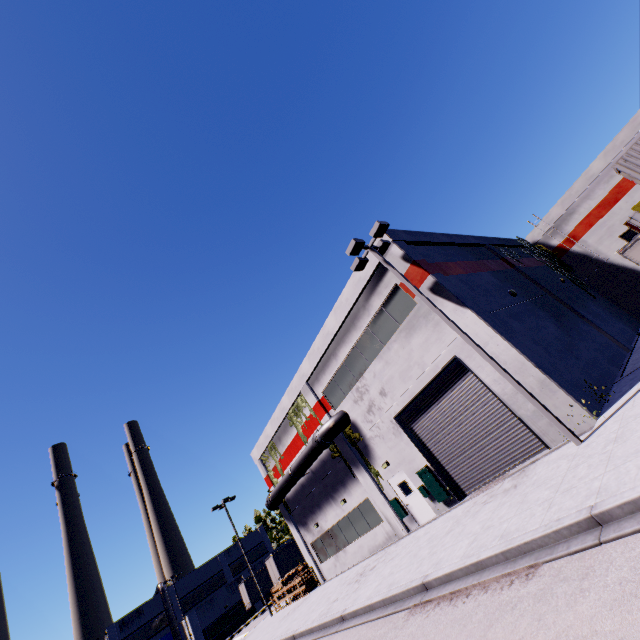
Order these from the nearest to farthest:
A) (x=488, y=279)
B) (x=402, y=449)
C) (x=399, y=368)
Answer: (x=399, y=368) → (x=402, y=449) → (x=488, y=279)

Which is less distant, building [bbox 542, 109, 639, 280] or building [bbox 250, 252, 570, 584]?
building [bbox 250, 252, 570, 584]

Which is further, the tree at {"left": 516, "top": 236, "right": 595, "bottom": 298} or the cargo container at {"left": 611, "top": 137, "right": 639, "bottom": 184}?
the tree at {"left": 516, "top": 236, "right": 595, "bottom": 298}

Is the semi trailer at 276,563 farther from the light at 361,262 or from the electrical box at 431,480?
the electrical box at 431,480

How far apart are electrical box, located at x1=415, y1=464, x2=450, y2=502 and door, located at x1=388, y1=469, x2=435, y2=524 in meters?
0.1 m

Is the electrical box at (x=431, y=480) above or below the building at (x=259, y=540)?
below

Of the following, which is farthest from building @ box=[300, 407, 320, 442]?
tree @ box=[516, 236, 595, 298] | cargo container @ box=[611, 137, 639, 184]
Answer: cargo container @ box=[611, 137, 639, 184]

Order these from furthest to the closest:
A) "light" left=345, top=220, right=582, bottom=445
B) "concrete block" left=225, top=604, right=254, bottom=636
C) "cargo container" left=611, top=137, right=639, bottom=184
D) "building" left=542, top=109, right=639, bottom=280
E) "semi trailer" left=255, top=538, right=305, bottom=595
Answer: "concrete block" left=225, top=604, right=254, bottom=636 → "semi trailer" left=255, top=538, right=305, bottom=595 → "building" left=542, top=109, right=639, bottom=280 → "cargo container" left=611, top=137, right=639, bottom=184 → "light" left=345, top=220, right=582, bottom=445
